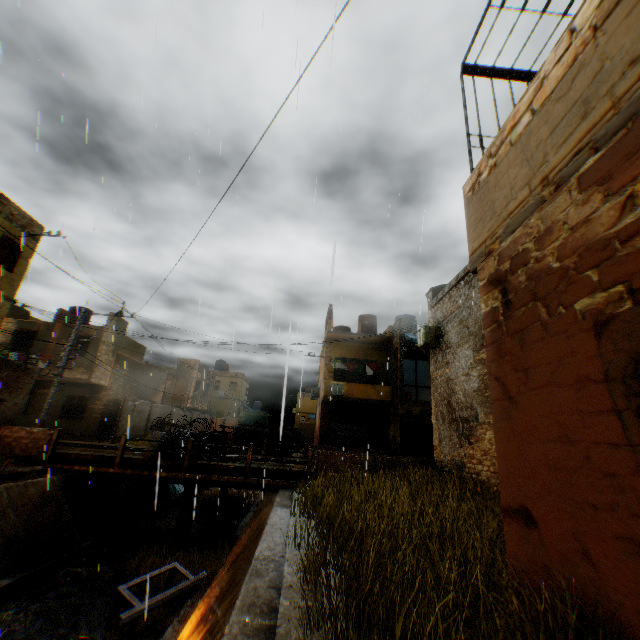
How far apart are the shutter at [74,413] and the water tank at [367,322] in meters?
20.3 m

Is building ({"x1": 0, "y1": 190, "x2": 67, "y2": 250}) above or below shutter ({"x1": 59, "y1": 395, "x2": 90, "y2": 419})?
above

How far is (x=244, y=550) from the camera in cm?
758

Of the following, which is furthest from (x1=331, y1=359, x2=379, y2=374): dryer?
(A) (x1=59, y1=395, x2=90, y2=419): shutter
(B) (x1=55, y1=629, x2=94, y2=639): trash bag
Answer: (A) (x1=59, y1=395, x2=90, y2=419): shutter

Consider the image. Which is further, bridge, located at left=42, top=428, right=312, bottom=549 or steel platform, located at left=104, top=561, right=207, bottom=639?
bridge, located at left=42, top=428, right=312, bottom=549

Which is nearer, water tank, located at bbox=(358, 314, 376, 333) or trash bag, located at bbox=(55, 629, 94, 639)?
trash bag, located at bbox=(55, 629, 94, 639)

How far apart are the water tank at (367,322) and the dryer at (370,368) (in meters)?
2.98

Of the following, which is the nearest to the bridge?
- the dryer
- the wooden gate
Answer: the dryer
